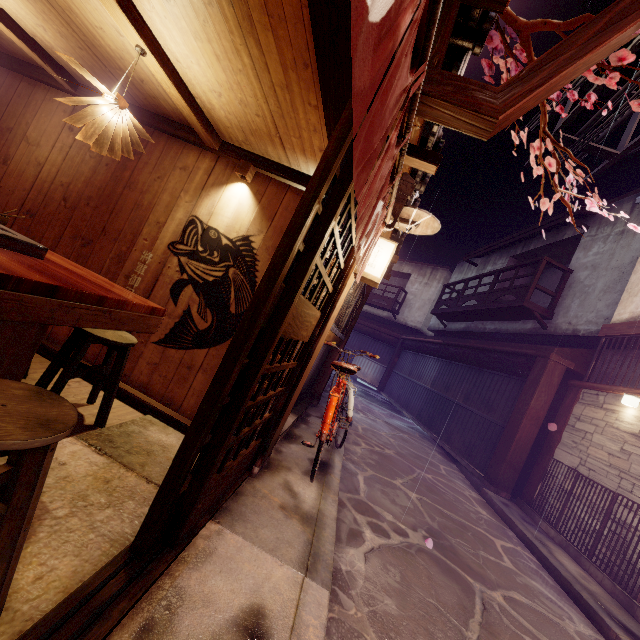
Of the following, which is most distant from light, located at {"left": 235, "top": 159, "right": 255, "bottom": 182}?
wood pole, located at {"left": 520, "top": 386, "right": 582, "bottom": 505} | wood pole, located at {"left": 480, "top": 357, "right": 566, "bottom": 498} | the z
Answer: wood pole, located at {"left": 520, "top": 386, "right": 582, "bottom": 505}

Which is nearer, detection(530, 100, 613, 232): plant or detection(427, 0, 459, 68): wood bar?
detection(427, 0, 459, 68): wood bar

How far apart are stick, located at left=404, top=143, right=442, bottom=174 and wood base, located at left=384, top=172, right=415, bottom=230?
0.49m

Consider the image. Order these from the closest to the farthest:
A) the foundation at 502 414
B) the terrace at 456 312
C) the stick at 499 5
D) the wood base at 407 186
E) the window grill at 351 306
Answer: the stick at 499 5 → the wood base at 407 186 → the window grill at 351 306 → the foundation at 502 414 → the terrace at 456 312

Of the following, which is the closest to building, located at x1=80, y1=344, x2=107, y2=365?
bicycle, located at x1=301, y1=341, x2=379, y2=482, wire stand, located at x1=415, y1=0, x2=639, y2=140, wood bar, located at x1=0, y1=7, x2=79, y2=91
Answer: wood bar, located at x1=0, y1=7, x2=79, y2=91

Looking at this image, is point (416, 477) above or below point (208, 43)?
below

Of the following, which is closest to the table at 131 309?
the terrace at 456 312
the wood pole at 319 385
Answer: the wood pole at 319 385

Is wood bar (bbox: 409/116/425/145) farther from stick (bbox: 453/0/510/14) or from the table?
the table
